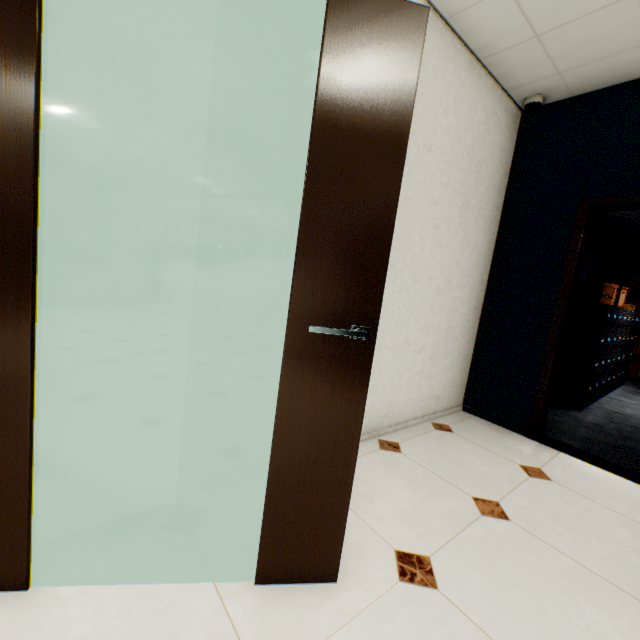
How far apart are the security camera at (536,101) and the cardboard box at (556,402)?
2.47m

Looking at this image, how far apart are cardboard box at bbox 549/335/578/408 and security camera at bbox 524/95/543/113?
2.5m

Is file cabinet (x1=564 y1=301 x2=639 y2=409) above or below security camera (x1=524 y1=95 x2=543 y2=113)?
below

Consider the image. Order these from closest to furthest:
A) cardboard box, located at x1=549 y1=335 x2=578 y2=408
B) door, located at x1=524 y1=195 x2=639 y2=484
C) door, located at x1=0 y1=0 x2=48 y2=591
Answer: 1. door, located at x1=0 y1=0 x2=48 y2=591
2. door, located at x1=524 y1=195 x2=639 y2=484
3. cardboard box, located at x1=549 y1=335 x2=578 y2=408

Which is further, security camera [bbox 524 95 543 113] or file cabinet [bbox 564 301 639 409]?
file cabinet [bbox 564 301 639 409]

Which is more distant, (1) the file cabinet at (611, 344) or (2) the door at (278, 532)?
(1) the file cabinet at (611, 344)

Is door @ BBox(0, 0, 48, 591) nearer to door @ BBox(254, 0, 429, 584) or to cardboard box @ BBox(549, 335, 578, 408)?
door @ BBox(254, 0, 429, 584)

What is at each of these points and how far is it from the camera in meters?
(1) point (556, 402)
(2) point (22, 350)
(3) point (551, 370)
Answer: (1) cardboard box, 3.9 m
(2) door, 1.0 m
(3) door, 2.8 m
